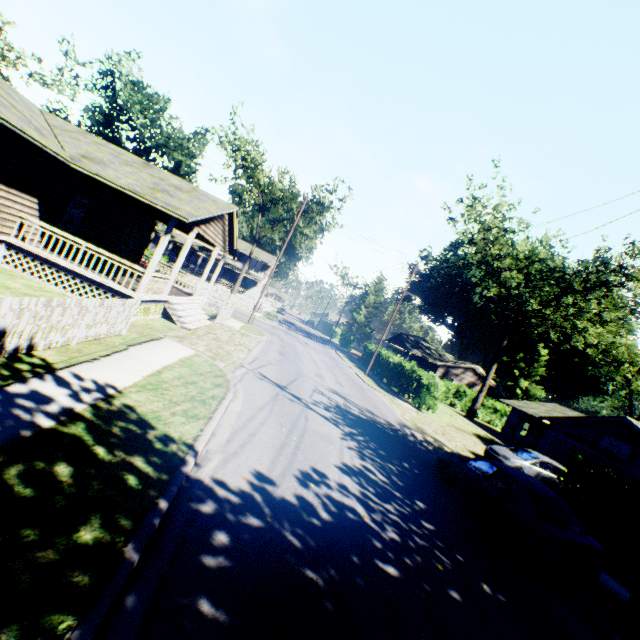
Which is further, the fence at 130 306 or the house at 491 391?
the house at 491 391

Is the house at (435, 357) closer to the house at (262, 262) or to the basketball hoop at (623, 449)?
the house at (262, 262)

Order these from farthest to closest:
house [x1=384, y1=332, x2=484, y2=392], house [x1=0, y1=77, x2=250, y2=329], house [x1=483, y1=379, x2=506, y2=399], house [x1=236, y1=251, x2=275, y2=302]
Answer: house [x1=236, y1=251, x2=275, y2=302]
house [x1=483, y1=379, x2=506, y2=399]
house [x1=384, y1=332, x2=484, y2=392]
house [x1=0, y1=77, x2=250, y2=329]

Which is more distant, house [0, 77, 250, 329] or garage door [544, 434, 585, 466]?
garage door [544, 434, 585, 466]

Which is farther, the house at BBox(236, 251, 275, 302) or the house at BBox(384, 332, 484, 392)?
the house at BBox(236, 251, 275, 302)

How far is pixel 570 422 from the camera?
23.0 meters

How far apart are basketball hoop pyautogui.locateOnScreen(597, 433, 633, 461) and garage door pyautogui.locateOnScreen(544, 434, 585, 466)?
0.53m

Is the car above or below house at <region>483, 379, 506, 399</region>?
below
